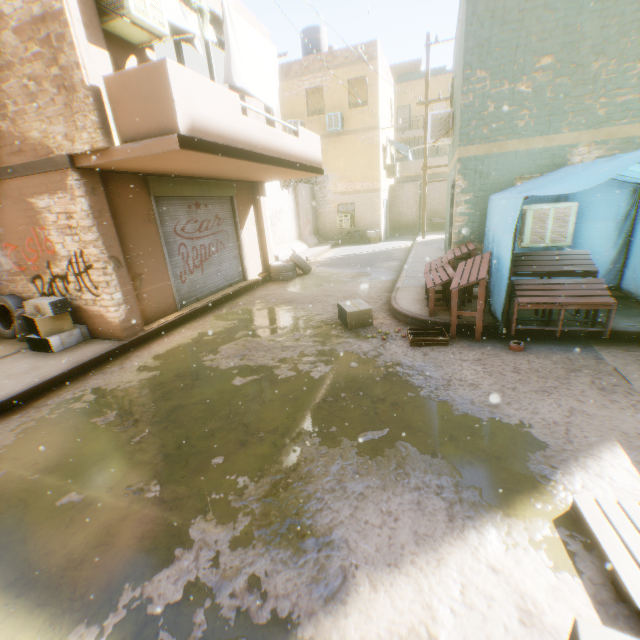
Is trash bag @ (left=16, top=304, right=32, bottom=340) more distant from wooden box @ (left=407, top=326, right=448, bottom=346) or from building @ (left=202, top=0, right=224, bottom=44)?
wooden box @ (left=407, top=326, right=448, bottom=346)

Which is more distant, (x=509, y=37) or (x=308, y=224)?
(x=308, y=224)

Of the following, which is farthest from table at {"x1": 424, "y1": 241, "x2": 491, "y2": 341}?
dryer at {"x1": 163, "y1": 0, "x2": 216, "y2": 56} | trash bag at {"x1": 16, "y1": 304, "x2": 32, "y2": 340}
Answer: trash bag at {"x1": 16, "y1": 304, "x2": 32, "y2": 340}

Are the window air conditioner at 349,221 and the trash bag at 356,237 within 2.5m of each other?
yes

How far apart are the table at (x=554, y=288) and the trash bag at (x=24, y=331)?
8.3 meters

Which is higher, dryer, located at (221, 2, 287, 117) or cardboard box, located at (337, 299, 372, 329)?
dryer, located at (221, 2, 287, 117)

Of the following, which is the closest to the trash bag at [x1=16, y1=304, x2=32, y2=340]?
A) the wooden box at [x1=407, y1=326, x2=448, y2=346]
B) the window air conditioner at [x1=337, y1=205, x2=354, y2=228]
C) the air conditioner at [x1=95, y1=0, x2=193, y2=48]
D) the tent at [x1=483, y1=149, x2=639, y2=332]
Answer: the tent at [x1=483, y1=149, x2=639, y2=332]

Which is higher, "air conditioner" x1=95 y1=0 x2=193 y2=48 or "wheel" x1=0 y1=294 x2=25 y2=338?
"air conditioner" x1=95 y1=0 x2=193 y2=48
